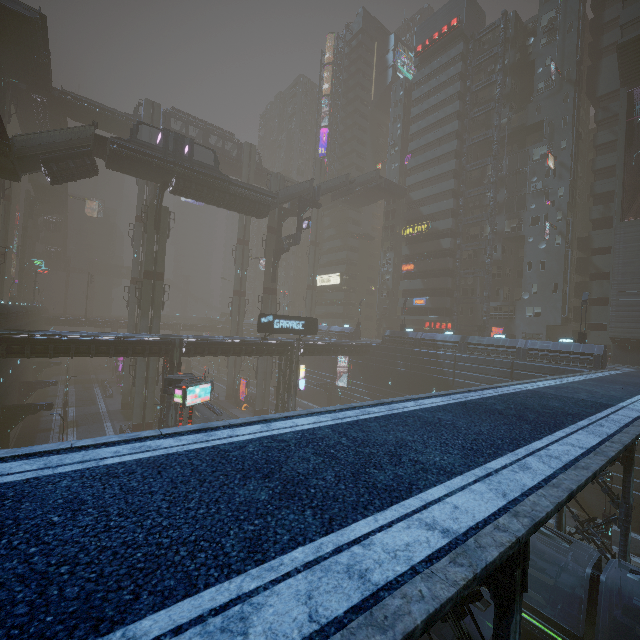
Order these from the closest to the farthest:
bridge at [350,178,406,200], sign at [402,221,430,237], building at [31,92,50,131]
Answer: building at [31,92,50,131]
sign at [402,221,430,237]
bridge at [350,178,406,200]

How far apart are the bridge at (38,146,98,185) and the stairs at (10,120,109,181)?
0.0 meters

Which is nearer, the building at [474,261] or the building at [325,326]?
the building at [474,261]

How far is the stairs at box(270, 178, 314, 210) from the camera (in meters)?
41.66

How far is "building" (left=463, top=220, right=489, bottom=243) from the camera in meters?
47.2

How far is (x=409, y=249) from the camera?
54.1m

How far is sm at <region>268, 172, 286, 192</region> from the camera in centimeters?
4725cm

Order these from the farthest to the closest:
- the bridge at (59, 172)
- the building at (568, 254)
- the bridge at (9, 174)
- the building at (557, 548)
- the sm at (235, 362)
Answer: the sm at (235, 362) < the building at (568, 254) < the bridge at (59, 172) < the bridge at (9, 174) < the building at (557, 548)
